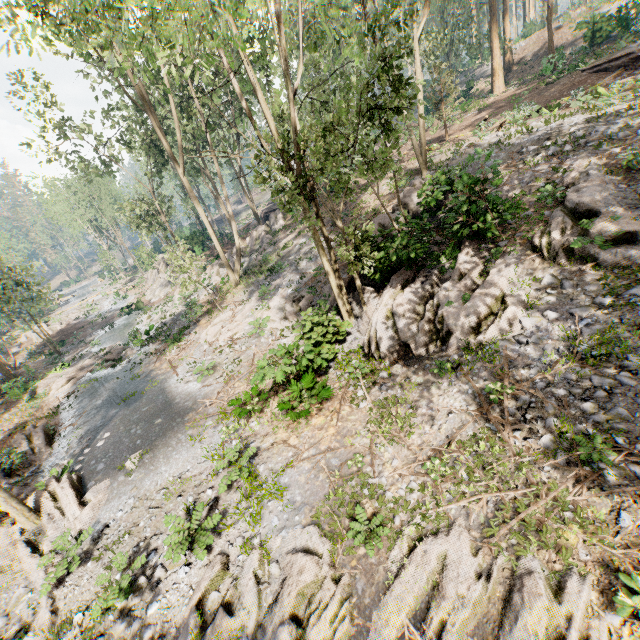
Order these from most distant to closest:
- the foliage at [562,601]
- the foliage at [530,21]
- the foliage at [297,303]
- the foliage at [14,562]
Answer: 1. the foliage at [530,21]
2. the foliage at [297,303]
3. the foliage at [14,562]
4. the foliage at [562,601]

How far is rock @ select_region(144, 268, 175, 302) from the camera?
38.3 meters

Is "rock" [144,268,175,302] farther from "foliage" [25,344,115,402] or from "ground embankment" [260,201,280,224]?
"ground embankment" [260,201,280,224]

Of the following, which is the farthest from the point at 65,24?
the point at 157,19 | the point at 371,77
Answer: the point at 371,77

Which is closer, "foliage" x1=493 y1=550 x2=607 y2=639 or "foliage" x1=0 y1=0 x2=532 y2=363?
"foliage" x1=493 y1=550 x2=607 y2=639

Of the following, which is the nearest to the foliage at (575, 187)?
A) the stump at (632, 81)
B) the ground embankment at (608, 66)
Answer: the ground embankment at (608, 66)
